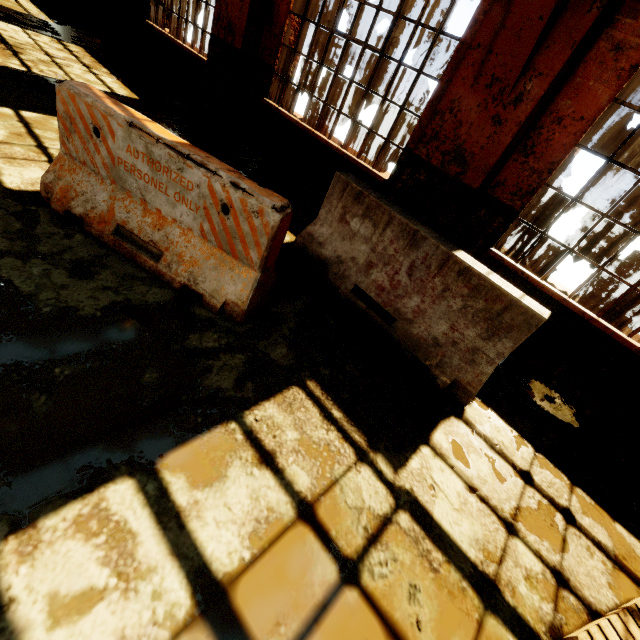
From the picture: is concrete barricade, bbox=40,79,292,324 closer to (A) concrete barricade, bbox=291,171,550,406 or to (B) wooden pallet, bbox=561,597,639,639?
(A) concrete barricade, bbox=291,171,550,406

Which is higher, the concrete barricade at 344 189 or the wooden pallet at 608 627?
the concrete barricade at 344 189

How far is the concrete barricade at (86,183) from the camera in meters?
2.4 m

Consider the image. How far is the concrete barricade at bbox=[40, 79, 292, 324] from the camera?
2.4 meters

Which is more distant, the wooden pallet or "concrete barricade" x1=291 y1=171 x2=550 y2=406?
"concrete barricade" x1=291 y1=171 x2=550 y2=406

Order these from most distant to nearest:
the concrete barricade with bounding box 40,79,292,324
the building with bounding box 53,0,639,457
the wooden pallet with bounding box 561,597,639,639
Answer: the building with bounding box 53,0,639,457, the concrete barricade with bounding box 40,79,292,324, the wooden pallet with bounding box 561,597,639,639

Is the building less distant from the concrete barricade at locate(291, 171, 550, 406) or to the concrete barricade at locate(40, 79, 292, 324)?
the concrete barricade at locate(291, 171, 550, 406)

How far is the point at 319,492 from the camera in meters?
1.9 m
